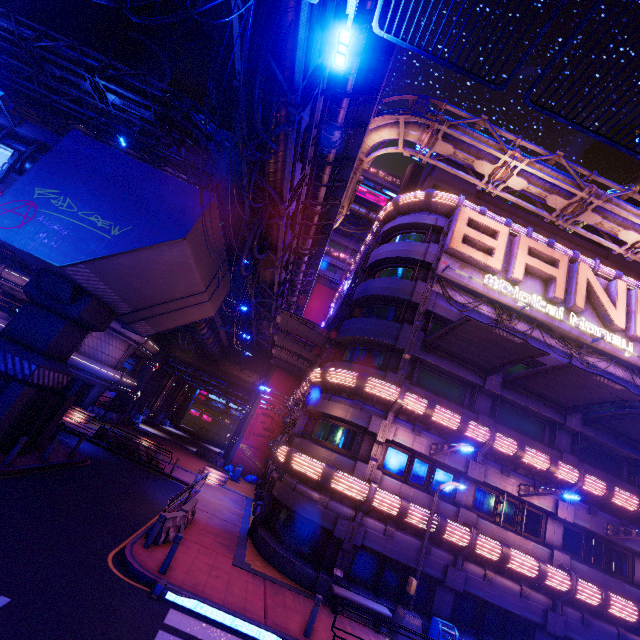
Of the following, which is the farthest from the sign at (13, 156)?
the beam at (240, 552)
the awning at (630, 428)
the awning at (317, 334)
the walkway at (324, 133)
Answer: the awning at (630, 428)

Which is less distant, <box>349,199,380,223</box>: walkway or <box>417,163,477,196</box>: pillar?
Answer: <box>417,163,477,196</box>: pillar

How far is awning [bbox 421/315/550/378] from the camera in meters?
14.3

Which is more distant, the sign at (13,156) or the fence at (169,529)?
the sign at (13,156)

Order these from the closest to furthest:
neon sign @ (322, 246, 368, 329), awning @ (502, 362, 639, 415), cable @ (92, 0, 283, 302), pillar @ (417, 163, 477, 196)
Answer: cable @ (92, 0, 283, 302)
awning @ (502, 362, 639, 415)
neon sign @ (322, 246, 368, 329)
pillar @ (417, 163, 477, 196)

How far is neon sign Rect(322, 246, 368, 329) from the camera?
24.28m

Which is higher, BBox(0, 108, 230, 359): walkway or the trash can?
BBox(0, 108, 230, 359): walkway

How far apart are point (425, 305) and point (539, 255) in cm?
820
